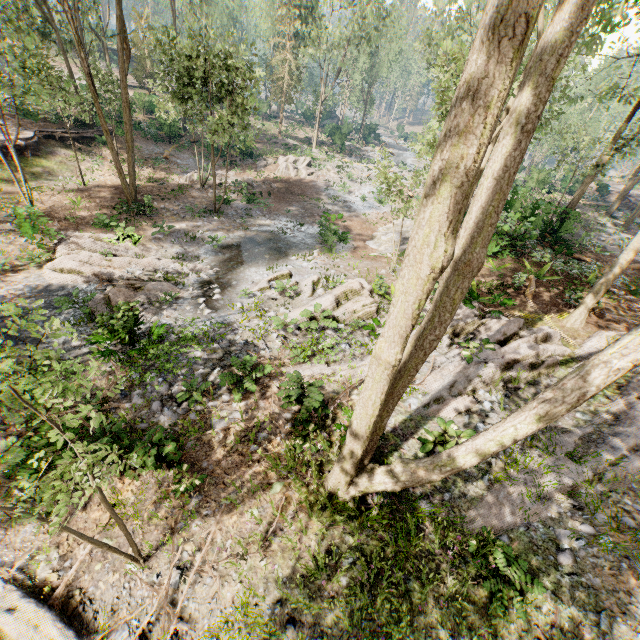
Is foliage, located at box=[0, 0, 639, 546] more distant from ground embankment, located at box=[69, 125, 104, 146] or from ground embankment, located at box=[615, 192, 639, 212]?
ground embankment, located at box=[615, 192, 639, 212]

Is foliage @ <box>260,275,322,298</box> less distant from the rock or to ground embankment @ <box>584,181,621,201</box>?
the rock

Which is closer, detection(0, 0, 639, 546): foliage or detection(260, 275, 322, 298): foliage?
detection(0, 0, 639, 546): foliage

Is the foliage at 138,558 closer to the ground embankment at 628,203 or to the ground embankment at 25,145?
the ground embankment at 25,145

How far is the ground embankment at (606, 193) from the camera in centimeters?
4109cm

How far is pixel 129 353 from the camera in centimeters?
1049cm

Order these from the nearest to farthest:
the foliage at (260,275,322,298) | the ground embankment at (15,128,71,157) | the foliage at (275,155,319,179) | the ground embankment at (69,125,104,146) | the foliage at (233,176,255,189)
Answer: the foliage at (260,275,322,298)
the ground embankment at (15,128,71,157)
the foliage at (233,176,255,189)
the ground embankment at (69,125,104,146)
the foliage at (275,155,319,179)
